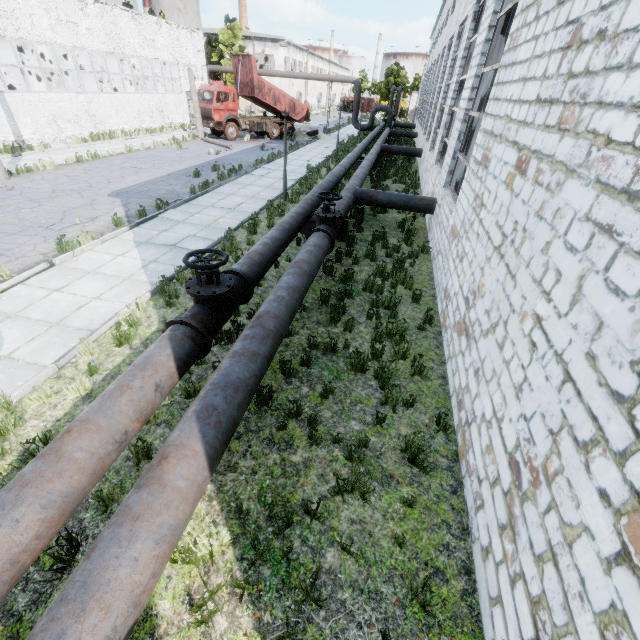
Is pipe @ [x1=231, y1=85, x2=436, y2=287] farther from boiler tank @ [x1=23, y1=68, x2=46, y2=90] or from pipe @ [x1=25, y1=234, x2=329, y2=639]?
boiler tank @ [x1=23, y1=68, x2=46, y2=90]

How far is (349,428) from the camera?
4.8 meters

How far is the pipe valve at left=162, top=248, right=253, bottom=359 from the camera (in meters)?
4.52

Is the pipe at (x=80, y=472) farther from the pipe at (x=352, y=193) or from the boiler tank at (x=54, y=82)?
the boiler tank at (x=54, y=82)

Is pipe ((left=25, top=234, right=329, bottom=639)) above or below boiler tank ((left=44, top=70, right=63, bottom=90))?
below

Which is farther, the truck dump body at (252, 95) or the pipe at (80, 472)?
the truck dump body at (252, 95)

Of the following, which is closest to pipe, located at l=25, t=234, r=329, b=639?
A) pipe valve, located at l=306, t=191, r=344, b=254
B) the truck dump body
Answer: pipe valve, located at l=306, t=191, r=344, b=254

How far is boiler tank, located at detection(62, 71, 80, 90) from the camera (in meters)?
26.90
